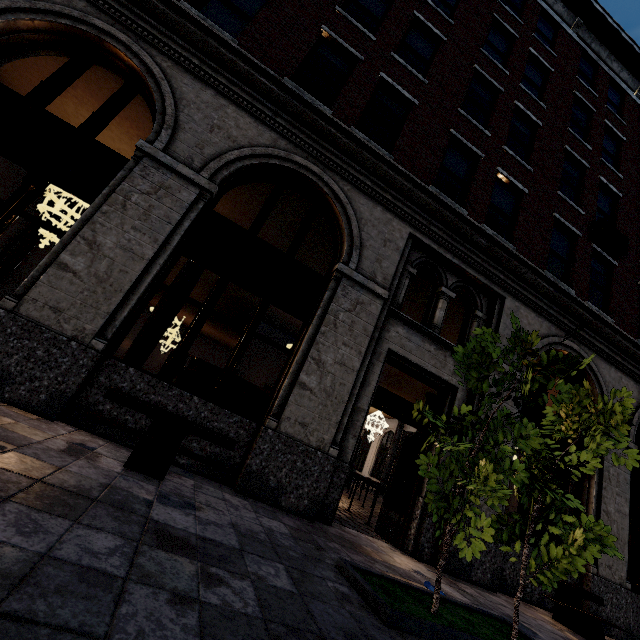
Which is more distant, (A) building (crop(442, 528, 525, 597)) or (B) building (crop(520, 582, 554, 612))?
(B) building (crop(520, 582, 554, 612))

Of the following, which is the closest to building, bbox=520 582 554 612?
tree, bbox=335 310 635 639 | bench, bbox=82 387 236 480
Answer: bench, bbox=82 387 236 480

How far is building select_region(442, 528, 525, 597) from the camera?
5.82m

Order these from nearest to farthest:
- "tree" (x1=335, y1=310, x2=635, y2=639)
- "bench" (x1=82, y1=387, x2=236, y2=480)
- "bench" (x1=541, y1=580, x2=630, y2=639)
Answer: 1. "tree" (x1=335, y1=310, x2=635, y2=639)
2. "bench" (x1=82, y1=387, x2=236, y2=480)
3. "bench" (x1=541, y1=580, x2=630, y2=639)

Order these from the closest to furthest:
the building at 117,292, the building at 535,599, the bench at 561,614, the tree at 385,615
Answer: the tree at 385,615 < the building at 117,292 < the bench at 561,614 < the building at 535,599

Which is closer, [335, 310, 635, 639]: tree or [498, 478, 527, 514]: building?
[335, 310, 635, 639]: tree

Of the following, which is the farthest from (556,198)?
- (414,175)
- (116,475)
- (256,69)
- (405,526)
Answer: (116,475)

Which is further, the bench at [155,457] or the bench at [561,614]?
the bench at [561,614]
